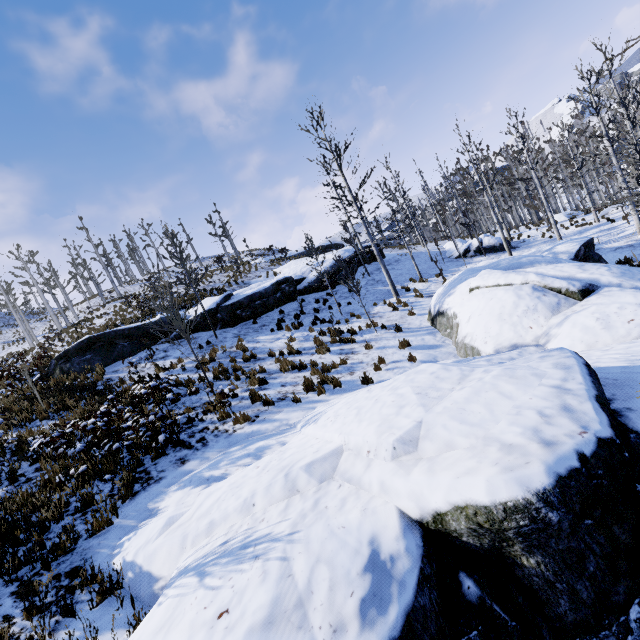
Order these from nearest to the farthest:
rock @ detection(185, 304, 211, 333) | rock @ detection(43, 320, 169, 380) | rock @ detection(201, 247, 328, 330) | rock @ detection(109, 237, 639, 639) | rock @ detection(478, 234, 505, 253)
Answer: rock @ detection(109, 237, 639, 639)
rock @ detection(43, 320, 169, 380)
rock @ detection(185, 304, 211, 333)
rock @ detection(201, 247, 328, 330)
rock @ detection(478, 234, 505, 253)

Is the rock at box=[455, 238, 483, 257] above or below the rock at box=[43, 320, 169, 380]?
below

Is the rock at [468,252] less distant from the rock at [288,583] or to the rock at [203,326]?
the rock at [288,583]

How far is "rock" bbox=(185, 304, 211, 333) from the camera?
16.1 meters

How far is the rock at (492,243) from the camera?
24.55m

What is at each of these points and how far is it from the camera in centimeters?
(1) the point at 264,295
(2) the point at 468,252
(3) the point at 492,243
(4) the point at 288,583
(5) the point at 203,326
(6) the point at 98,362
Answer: (1) rock, 1825cm
(2) rock, 2502cm
(3) rock, 2486cm
(4) rock, 248cm
(5) rock, 1625cm
(6) rock, 1441cm

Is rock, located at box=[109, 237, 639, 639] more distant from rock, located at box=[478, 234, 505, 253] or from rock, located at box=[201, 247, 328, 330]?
rock, located at box=[201, 247, 328, 330]

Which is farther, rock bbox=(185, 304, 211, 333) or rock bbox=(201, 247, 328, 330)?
rock bbox=(201, 247, 328, 330)
